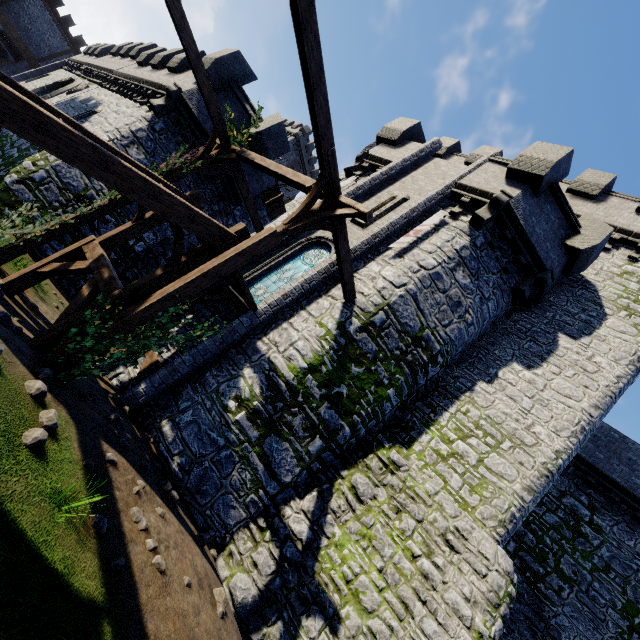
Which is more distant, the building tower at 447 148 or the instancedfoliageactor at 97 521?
the building tower at 447 148

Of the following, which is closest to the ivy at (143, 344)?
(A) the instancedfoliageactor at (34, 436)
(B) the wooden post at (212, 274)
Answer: (B) the wooden post at (212, 274)

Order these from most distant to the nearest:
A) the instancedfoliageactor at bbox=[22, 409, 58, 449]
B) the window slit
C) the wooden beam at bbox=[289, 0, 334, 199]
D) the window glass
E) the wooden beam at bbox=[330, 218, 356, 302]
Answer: the window slit → the window glass → the wooden beam at bbox=[330, 218, 356, 302] → the wooden beam at bbox=[289, 0, 334, 199] → the instancedfoliageactor at bbox=[22, 409, 58, 449]

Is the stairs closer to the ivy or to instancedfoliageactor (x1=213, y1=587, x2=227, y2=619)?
the ivy

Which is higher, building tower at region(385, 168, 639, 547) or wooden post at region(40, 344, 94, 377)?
building tower at region(385, 168, 639, 547)

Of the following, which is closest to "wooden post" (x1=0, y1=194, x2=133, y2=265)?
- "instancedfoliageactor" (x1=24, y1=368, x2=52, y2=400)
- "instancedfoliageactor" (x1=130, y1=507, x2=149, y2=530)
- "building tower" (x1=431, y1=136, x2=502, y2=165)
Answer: "instancedfoliageactor" (x1=24, y1=368, x2=52, y2=400)

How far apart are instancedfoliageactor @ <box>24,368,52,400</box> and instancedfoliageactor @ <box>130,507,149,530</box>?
2.2 meters

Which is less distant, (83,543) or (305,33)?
(83,543)
